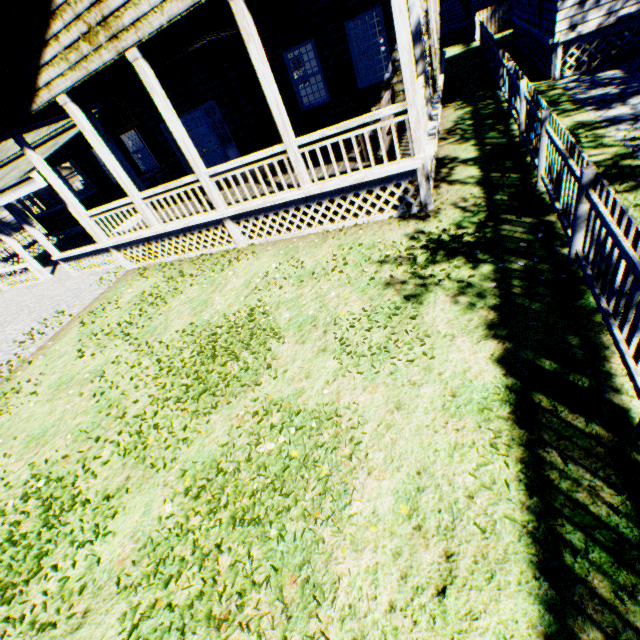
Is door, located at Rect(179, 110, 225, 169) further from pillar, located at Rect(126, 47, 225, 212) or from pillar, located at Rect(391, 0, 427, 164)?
pillar, located at Rect(391, 0, 427, 164)

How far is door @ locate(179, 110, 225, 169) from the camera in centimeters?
1076cm

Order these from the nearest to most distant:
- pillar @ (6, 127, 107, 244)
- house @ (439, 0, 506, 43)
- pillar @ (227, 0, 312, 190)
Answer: pillar @ (227, 0, 312, 190) → pillar @ (6, 127, 107, 244) → house @ (439, 0, 506, 43)

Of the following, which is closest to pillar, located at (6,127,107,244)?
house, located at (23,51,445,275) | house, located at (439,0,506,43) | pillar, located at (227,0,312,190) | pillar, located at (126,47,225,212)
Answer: house, located at (23,51,445,275)

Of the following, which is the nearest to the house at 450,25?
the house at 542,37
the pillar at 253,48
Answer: the house at 542,37

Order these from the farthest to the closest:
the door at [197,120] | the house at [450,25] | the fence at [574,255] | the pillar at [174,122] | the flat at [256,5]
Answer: the house at [450,25] < the door at [197,120] < the flat at [256,5] < the pillar at [174,122] < the fence at [574,255]

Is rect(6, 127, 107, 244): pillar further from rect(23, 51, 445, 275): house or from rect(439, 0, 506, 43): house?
rect(439, 0, 506, 43): house

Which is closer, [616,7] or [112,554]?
[112,554]
